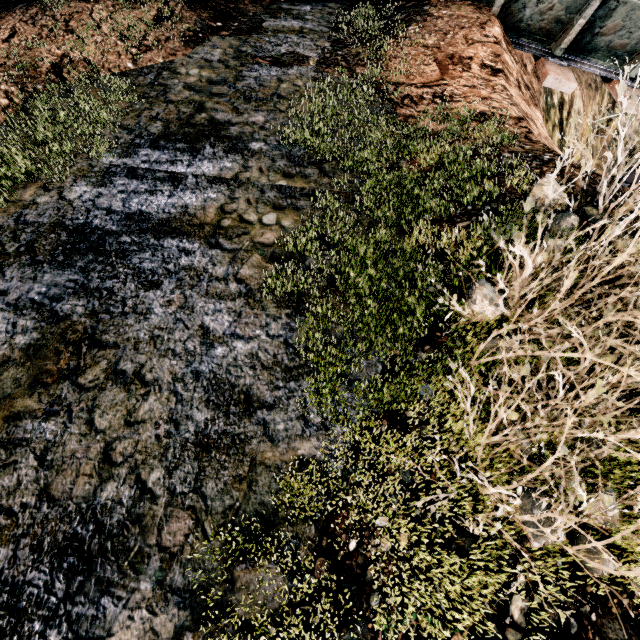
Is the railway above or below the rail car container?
below

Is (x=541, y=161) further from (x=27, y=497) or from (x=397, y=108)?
(x=27, y=497)

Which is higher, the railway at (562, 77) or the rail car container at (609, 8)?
the rail car container at (609, 8)

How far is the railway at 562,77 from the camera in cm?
800

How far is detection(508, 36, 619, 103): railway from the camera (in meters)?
8.00
